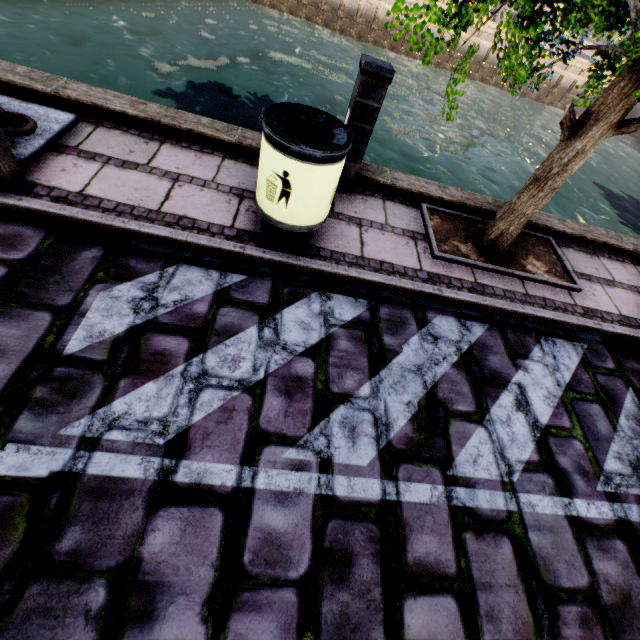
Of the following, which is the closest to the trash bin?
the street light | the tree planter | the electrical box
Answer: the electrical box

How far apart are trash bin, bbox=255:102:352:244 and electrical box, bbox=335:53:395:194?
0.57m

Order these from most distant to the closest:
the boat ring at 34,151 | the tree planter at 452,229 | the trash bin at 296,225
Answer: the tree planter at 452,229
the boat ring at 34,151
the trash bin at 296,225

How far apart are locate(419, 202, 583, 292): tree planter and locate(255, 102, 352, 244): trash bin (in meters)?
1.31

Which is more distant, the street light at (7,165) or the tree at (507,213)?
the street light at (7,165)

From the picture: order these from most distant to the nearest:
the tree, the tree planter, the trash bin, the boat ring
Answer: the tree planter
the boat ring
the trash bin
the tree

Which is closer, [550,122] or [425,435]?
[425,435]

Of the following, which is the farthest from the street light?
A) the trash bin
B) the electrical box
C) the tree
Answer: the electrical box
